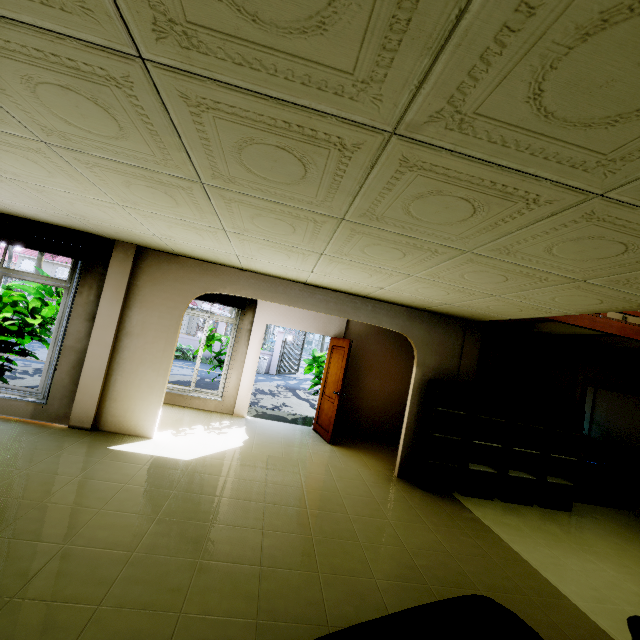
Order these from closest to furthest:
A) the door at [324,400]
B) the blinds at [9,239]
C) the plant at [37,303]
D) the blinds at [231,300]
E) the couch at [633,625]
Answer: the couch at [633,625], the blinds at [9,239], the plant at [37,303], the door at [324,400], the blinds at [231,300]

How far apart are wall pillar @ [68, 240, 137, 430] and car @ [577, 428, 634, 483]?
9.45m

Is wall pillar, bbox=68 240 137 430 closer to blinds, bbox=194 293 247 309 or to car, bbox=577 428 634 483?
blinds, bbox=194 293 247 309

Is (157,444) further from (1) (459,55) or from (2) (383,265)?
(1) (459,55)

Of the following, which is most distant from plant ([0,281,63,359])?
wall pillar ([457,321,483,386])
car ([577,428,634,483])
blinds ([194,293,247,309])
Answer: car ([577,428,634,483])

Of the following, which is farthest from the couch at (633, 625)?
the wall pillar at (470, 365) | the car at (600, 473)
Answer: the car at (600, 473)

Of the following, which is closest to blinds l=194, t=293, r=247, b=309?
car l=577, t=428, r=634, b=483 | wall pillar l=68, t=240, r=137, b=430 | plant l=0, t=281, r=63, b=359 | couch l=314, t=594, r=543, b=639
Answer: plant l=0, t=281, r=63, b=359

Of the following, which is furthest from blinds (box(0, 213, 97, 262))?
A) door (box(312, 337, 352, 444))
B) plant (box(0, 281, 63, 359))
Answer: door (box(312, 337, 352, 444))
